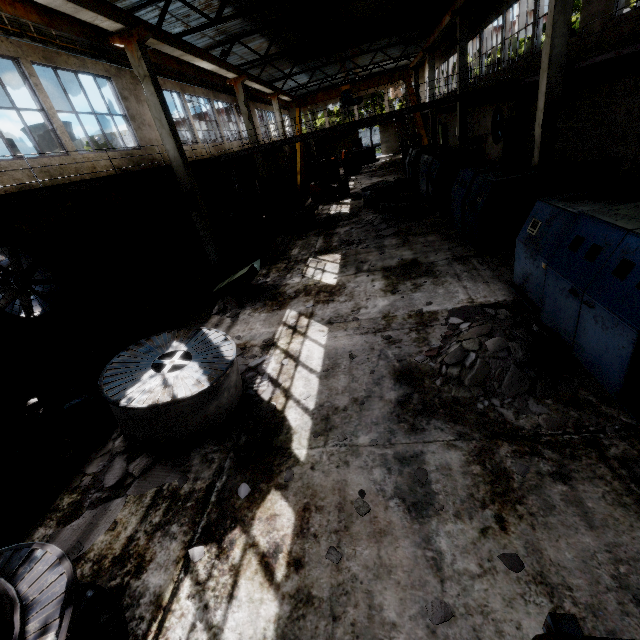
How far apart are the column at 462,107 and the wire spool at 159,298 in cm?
1940

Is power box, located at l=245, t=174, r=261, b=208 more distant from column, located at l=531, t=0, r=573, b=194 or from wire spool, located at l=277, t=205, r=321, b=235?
column, located at l=531, t=0, r=573, b=194

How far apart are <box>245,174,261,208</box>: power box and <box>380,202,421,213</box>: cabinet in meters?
14.6

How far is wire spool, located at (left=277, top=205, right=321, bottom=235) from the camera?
15.21m

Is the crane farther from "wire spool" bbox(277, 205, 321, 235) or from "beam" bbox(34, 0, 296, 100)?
"wire spool" bbox(277, 205, 321, 235)

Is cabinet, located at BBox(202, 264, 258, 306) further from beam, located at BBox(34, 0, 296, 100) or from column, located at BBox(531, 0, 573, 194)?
column, located at BBox(531, 0, 573, 194)

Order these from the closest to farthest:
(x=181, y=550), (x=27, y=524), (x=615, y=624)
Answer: (x=615, y=624)
(x=181, y=550)
(x=27, y=524)

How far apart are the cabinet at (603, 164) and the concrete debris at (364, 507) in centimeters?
965cm
